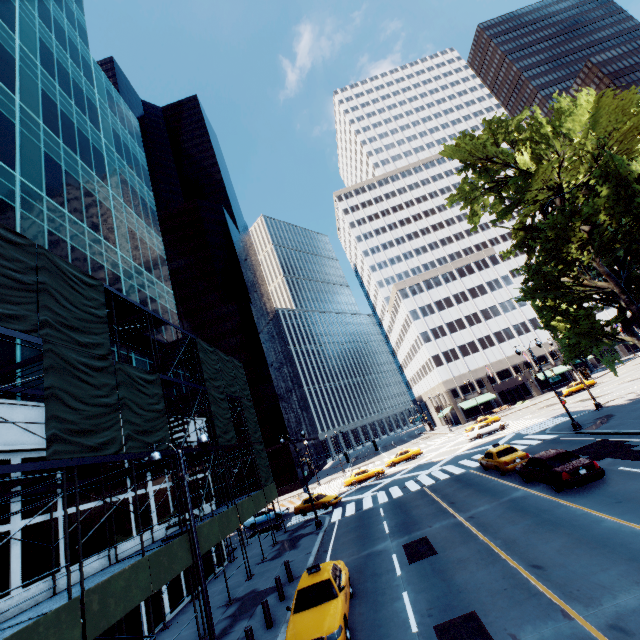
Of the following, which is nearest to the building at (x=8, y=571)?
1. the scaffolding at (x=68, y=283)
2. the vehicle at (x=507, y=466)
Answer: the scaffolding at (x=68, y=283)

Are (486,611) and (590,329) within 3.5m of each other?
no

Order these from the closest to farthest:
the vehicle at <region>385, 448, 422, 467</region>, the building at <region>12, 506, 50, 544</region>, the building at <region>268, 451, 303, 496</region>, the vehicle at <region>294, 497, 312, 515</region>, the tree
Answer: the building at <region>12, 506, 50, 544</region> → the tree → the vehicle at <region>294, 497, 312, 515</region> → the vehicle at <region>385, 448, 422, 467</region> → the building at <region>268, 451, 303, 496</region>

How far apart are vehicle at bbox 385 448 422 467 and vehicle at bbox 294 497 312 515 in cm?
1241

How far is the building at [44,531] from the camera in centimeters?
1180cm

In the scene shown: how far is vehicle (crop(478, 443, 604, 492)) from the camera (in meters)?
13.90

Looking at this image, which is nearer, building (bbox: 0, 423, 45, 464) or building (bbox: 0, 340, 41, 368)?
building (bbox: 0, 423, 45, 464)

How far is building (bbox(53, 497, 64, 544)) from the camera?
12.9 meters
